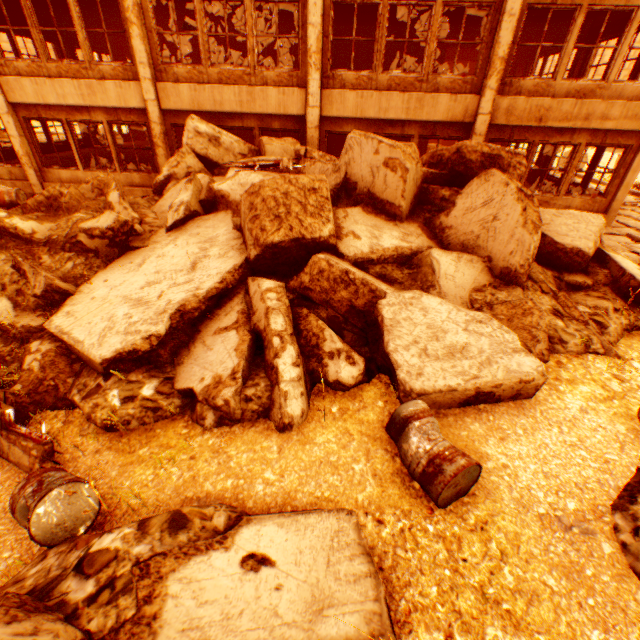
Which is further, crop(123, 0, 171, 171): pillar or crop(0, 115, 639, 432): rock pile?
crop(123, 0, 171, 171): pillar

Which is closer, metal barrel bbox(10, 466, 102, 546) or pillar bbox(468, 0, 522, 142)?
metal barrel bbox(10, 466, 102, 546)

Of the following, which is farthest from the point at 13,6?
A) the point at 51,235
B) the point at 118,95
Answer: the point at 51,235

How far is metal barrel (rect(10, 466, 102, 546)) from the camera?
2.8m

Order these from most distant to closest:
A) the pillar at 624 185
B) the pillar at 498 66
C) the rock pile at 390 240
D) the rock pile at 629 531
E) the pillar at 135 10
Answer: the pillar at 624 185
the pillar at 135 10
the pillar at 498 66
the rock pile at 390 240
the rock pile at 629 531

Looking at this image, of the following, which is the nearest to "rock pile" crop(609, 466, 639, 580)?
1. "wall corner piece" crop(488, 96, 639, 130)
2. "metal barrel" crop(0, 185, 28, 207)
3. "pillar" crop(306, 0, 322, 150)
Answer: "pillar" crop(306, 0, 322, 150)

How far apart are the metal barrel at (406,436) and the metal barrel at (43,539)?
2.3m

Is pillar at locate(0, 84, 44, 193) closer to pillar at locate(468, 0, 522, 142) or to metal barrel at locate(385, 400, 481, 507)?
pillar at locate(468, 0, 522, 142)
